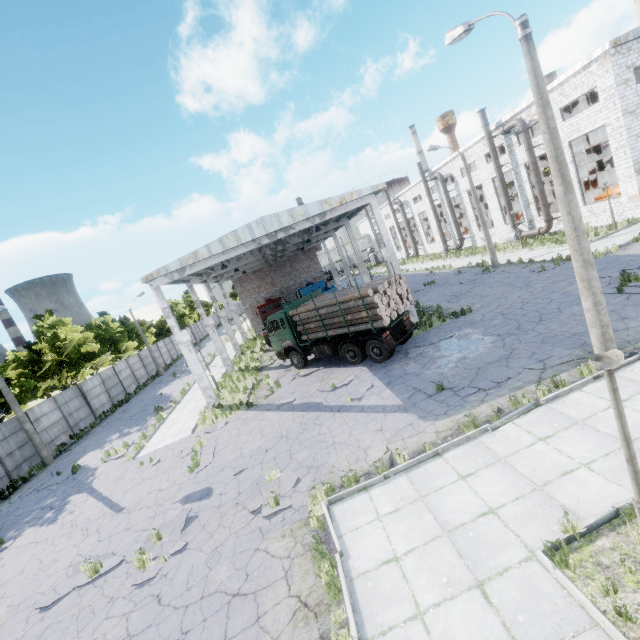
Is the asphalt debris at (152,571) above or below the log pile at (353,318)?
below

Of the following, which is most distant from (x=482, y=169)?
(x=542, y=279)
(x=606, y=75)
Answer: (x=542, y=279)

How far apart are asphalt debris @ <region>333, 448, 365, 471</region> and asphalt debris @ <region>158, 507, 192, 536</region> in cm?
444

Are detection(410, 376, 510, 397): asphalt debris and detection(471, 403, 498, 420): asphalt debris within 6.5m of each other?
yes

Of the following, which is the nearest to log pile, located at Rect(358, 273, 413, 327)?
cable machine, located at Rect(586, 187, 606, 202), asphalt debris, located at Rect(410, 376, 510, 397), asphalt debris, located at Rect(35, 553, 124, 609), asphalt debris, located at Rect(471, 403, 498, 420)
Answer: asphalt debris, located at Rect(410, 376, 510, 397)

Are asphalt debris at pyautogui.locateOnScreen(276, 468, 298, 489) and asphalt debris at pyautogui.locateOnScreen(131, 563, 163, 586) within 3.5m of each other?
yes

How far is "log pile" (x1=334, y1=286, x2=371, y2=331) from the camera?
14.5m

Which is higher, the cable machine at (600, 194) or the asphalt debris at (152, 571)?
the cable machine at (600, 194)
